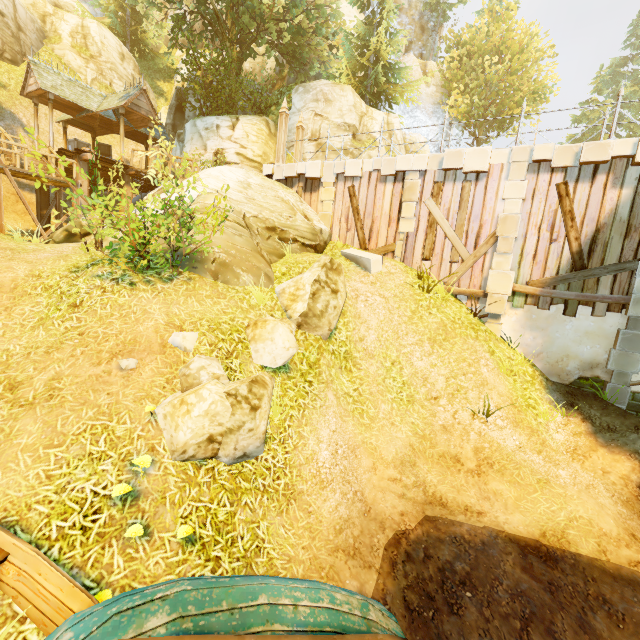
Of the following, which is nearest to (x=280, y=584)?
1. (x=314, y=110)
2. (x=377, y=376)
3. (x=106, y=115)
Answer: (x=377, y=376)

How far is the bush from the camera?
5.7m

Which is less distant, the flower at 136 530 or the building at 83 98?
the flower at 136 530

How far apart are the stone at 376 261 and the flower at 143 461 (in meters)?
8.27

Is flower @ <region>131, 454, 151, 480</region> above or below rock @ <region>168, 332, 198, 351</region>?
below

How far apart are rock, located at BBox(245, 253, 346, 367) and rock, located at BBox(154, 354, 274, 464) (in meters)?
1.76

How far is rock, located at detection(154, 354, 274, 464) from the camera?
4.5m

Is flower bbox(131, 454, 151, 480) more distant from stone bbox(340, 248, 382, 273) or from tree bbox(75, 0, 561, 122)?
tree bbox(75, 0, 561, 122)
